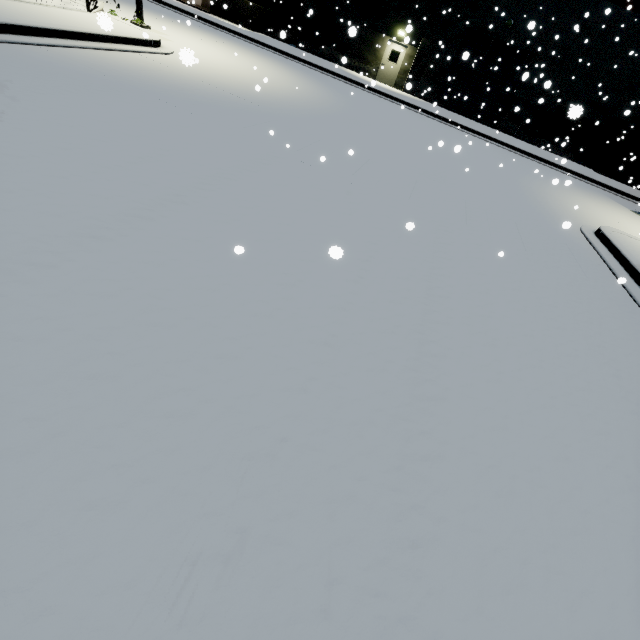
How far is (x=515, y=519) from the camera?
2.5 meters

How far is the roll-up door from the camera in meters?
21.5 m

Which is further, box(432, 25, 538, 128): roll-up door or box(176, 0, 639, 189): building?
box(432, 25, 538, 128): roll-up door

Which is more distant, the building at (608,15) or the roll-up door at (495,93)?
the roll-up door at (495,93)

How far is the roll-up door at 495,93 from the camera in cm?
2152
